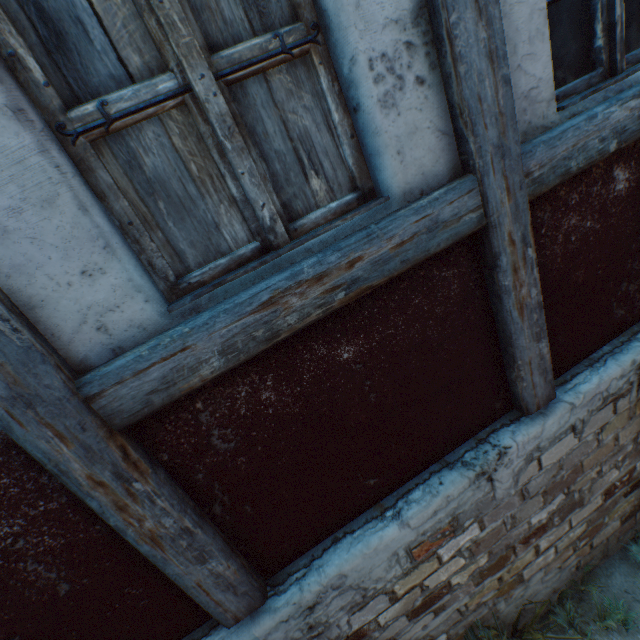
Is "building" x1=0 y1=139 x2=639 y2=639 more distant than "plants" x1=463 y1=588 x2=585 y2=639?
No

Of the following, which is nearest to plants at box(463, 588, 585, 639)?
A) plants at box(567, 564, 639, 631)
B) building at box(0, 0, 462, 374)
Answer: building at box(0, 0, 462, 374)

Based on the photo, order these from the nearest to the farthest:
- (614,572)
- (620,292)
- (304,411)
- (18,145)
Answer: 1. (18,145)
2. (304,411)
3. (620,292)
4. (614,572)

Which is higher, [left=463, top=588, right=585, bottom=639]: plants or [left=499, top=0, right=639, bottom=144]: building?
[left=499, top=0, right=639, bottom=144]: building

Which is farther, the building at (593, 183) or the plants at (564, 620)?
the plants at (564, 620)

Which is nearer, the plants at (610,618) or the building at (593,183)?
the building at (593,183)

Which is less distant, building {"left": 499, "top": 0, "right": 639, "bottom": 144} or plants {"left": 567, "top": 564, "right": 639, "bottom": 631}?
building {"left": 499, "top": 0, "right": 639, "bottom": 144}
